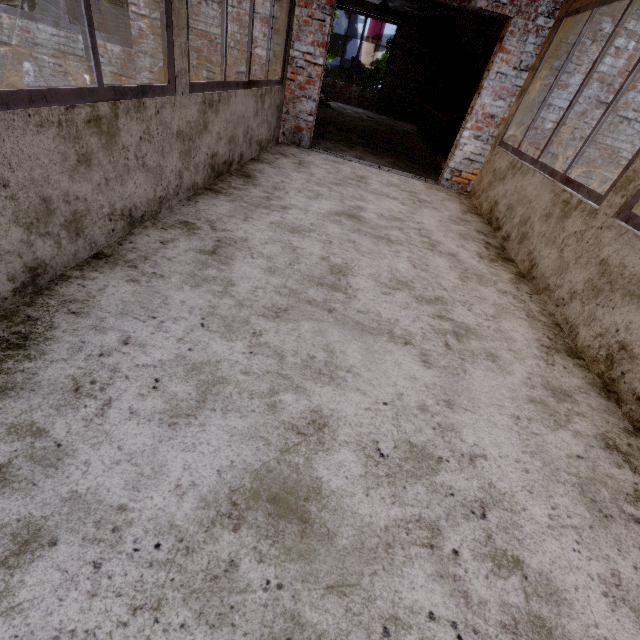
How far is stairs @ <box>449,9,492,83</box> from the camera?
9.93m

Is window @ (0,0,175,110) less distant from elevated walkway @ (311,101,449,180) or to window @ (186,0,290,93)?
window @ (186,0,290,93)

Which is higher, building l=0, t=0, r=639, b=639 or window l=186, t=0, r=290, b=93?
window l=186, t=0, r=290, b=93

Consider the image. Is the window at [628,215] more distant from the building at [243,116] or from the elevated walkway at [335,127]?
the elevated walkway at [335,127]

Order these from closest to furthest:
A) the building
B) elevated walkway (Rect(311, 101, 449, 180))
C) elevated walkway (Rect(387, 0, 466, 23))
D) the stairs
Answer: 1. the building
2. elevated walkway (Rect(311, 101, 449, 180))
3. elevated walkway (Rect(387, 0, 466, 23))
4. the stairs

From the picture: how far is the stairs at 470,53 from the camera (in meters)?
9.93

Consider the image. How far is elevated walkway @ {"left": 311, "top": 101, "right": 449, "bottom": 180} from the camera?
6.2 meters

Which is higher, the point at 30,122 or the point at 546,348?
the point at 30,122
